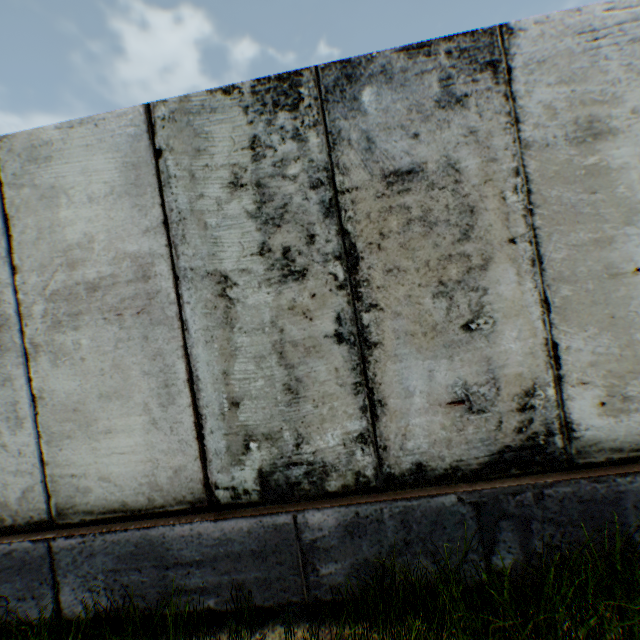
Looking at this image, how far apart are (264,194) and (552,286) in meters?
2.0 m
